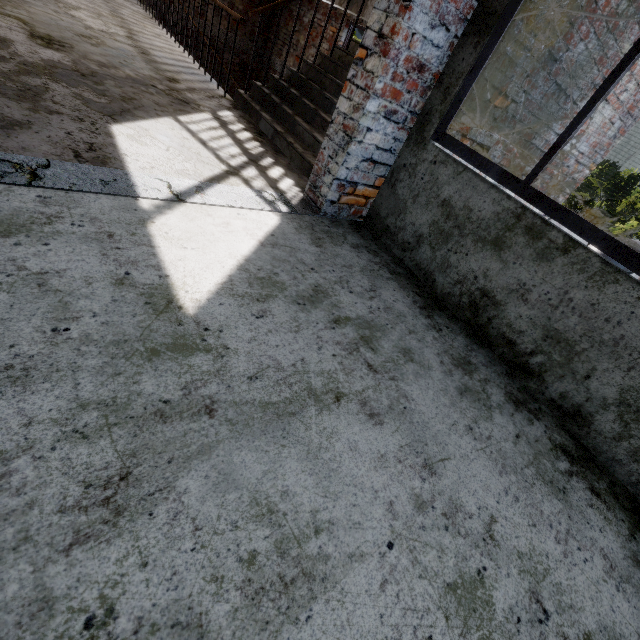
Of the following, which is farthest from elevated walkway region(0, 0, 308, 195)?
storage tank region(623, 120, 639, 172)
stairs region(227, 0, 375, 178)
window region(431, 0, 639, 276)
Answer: storage tank region(623, 120, 639, 172)

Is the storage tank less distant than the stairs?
No

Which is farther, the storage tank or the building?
the storage tank

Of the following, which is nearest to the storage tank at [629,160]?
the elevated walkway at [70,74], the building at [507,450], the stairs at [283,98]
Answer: the stairs at [283,98]

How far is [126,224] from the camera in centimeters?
163cm

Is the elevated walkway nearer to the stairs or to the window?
the stairs

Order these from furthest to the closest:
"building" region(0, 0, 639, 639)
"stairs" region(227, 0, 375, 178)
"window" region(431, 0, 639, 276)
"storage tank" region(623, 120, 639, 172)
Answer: "storage tank" region(623, 120, 639, 172)
"stairs" region(227, 0, 375, 178)
"window" region(431, 0, 639, 276)
"building" region(0, 0, 639, 639)

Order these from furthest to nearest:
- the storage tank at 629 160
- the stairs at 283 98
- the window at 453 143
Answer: the storage tank at 629 160, the stairs at 283 98, the window at 453 143
